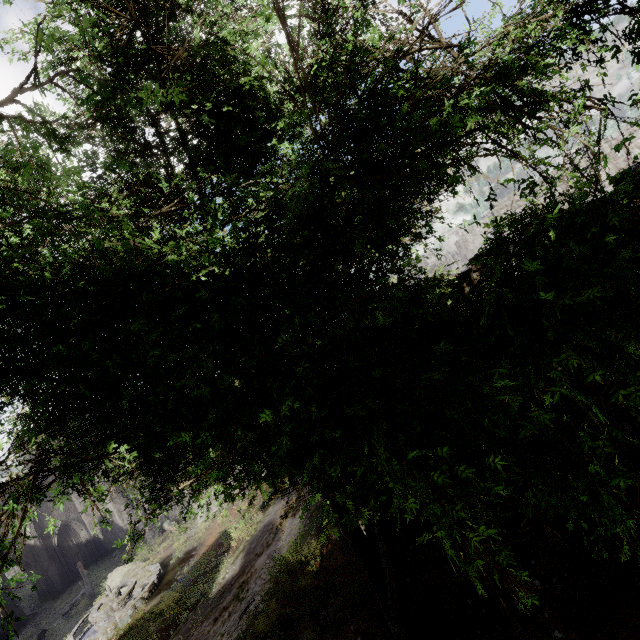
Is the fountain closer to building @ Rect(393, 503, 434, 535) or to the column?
building @ Rect(393, 503, 434, 535)

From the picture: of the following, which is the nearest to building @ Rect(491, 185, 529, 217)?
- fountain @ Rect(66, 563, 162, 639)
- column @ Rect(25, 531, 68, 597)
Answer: column @ Rect(25, 531, 68, 597)

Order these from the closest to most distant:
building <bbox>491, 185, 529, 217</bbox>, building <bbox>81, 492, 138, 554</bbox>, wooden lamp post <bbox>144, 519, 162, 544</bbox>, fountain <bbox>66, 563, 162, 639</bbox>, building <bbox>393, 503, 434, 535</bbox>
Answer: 1. building <bbox>393, 503, 434, 535</bbox>
2. fountain <bbox>66, 563, 162, 639</bbox>
3. wooden lamp post <bbox>144, 519, 162, 544</bbox>
4. building <bbox>491, 185, 529, 217</bbox>
5. building <bbox>81, 492, 138, 554</bbox>

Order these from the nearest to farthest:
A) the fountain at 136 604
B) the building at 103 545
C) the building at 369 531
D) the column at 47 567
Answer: the building at 369 531 → the fountain at 136 604 → the column at 47 567 → the building at 103 545

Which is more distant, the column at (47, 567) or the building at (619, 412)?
the column at (47, 567)

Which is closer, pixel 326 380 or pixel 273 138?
pixel 273 138

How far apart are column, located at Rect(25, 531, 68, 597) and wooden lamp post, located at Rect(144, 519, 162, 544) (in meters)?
10.22

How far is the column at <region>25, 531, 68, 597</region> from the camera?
25.7 meters
